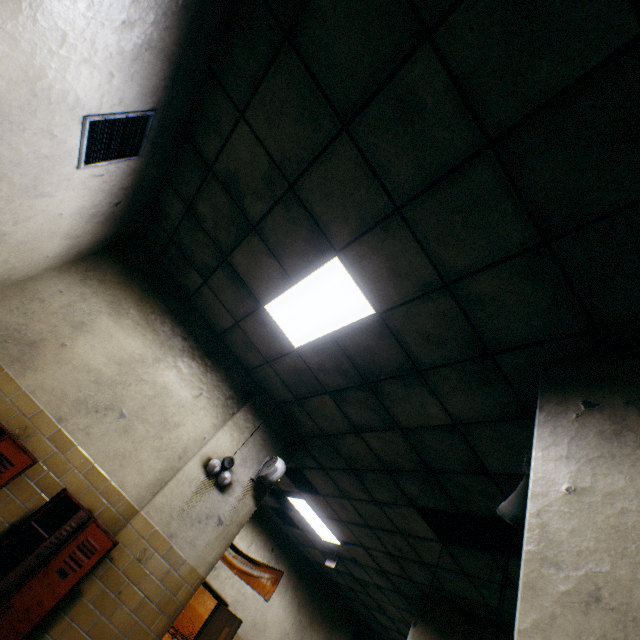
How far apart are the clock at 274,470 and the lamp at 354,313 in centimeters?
154cm

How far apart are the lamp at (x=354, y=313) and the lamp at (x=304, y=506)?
4.0 meters

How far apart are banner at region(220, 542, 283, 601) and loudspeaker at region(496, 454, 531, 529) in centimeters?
687cm

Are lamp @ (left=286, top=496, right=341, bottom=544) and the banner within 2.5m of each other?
yes

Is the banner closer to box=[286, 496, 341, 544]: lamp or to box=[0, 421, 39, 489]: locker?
box=[286, 496, 341, 544]: lamp

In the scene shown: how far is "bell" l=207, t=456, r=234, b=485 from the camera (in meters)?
3.94

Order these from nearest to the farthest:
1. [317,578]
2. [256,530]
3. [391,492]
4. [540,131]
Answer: [540,131]
[391,492]
[256,530]
[317,578]

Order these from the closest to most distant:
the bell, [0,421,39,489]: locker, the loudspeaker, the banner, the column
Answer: the column → the loudspeaker → [0,421,39,489]: locker → the bell → the banner
